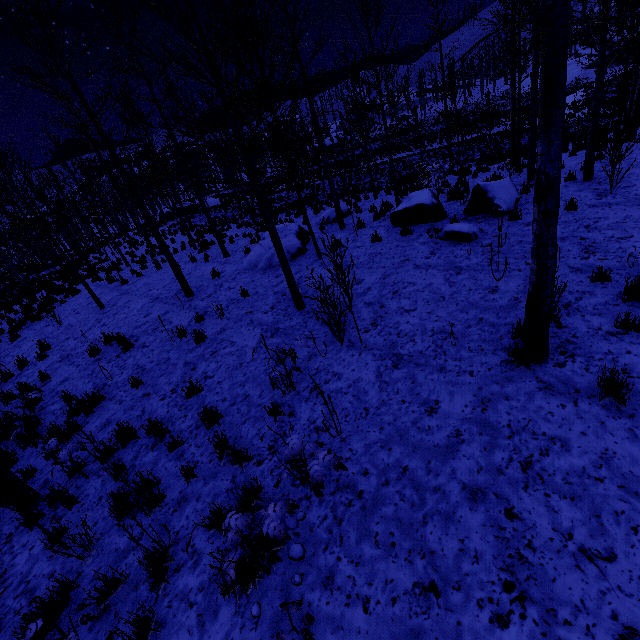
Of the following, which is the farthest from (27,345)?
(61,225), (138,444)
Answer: (138,444)

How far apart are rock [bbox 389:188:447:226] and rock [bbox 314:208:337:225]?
3.84m

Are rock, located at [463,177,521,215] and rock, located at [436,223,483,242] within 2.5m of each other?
yes

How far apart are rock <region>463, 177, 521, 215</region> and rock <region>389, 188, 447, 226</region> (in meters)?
0.46

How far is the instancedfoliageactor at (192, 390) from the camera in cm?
600

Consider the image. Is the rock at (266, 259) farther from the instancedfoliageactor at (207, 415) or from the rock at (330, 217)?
the rock at (330, 217)

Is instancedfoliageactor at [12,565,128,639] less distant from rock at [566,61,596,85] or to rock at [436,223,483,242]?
rock at [436,223,483,242]

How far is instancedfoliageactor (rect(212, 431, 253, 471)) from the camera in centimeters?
439cm
